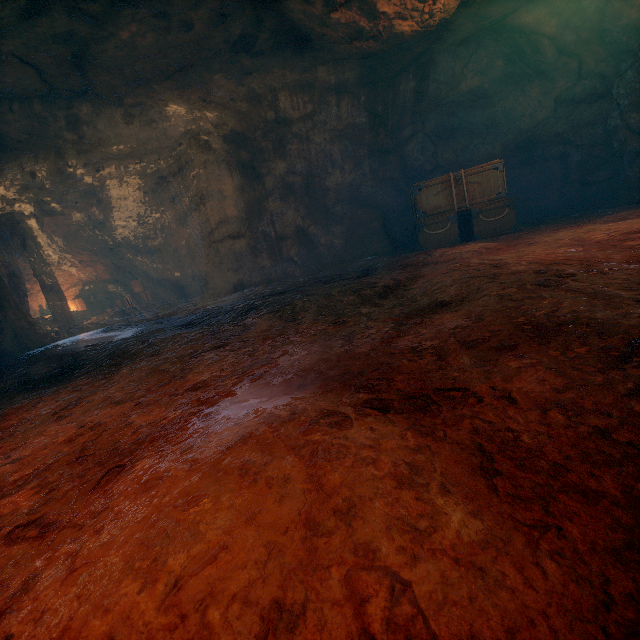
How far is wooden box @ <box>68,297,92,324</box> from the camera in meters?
14.5

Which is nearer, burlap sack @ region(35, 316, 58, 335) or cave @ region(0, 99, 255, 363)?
cave @ region(0, 99, 255, 363)

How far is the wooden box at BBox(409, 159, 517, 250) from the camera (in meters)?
7.59

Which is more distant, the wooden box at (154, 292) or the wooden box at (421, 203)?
the wooden box at (154, 292)

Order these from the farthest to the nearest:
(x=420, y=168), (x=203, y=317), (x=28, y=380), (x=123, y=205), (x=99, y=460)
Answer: (x=123, y=205) → (x=420, y=168) → (x=203, y=317) → (x=28, y=380) → (x=99, y=460)

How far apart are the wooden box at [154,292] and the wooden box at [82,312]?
1.6m

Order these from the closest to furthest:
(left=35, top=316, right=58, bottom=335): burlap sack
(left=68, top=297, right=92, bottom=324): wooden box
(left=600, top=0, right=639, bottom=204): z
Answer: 1. (left=600, top=0, right=639, bottom=204): z
2. (left=35, top=316, right=58, bottom=335): burlap sack
3. (left=68, top=297, right=92, bottom=324): wooden box

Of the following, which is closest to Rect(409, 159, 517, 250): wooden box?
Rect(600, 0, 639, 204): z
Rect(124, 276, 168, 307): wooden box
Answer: Rect(600, 0, 639, 204): z
